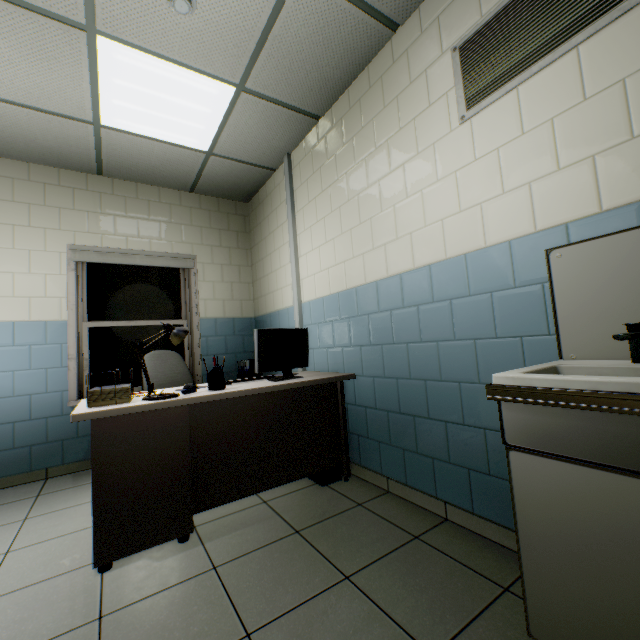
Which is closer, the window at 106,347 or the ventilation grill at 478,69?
the ventilation grill at 478,69

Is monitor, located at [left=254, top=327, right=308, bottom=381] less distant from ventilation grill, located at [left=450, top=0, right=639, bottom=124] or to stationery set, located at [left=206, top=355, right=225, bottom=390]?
stationery set, located at [left=206, top=355, right=225, bottom=390]

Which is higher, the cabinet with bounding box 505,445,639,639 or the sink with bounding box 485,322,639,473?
the sink with bounding box 485,322,639,473

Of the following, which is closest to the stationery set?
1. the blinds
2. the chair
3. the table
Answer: the table

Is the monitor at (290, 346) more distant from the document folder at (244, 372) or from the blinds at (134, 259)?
the blinds at (134, 259)

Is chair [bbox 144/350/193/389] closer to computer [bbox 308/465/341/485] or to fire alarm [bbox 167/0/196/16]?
computer [bbox 308/465/341/485]

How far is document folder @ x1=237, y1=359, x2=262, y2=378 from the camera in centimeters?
396cm

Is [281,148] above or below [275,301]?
above
